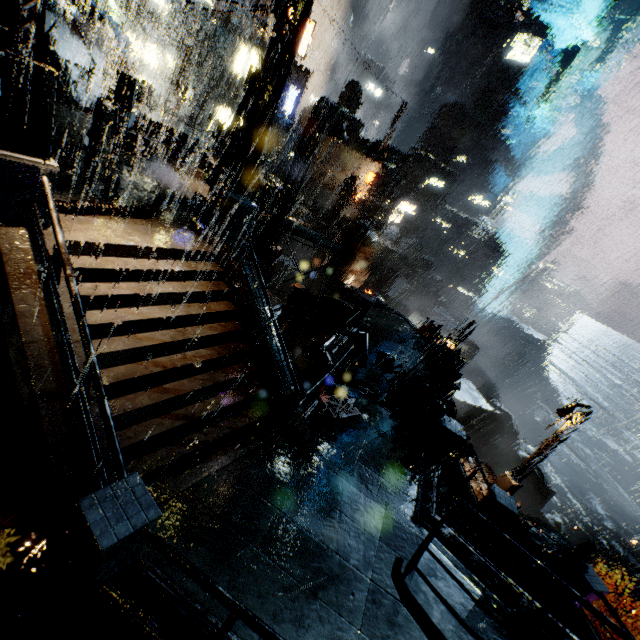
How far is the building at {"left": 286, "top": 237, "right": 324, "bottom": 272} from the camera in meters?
28.2

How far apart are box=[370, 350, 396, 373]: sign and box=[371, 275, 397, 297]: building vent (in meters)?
40.79

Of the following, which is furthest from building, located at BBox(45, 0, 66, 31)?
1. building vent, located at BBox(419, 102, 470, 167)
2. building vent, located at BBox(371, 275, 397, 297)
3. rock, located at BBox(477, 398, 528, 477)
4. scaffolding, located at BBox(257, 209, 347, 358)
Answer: rock, located at BBox(477, 398, 528, 477)

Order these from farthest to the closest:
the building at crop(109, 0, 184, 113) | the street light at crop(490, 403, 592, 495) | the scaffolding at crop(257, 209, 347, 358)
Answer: the building at crop(109, 0, 184, 113), the street light at crop(490, 403, 592, 495), the scaffolding at crop(257, 209, 347, 358)

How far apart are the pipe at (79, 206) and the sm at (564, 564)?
16.5m

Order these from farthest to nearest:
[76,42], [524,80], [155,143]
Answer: [524,80] < [76,42] < [155,143]

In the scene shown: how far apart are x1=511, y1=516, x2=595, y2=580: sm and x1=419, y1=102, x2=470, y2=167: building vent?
59.86m

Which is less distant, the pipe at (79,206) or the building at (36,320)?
the building at (36,320)
